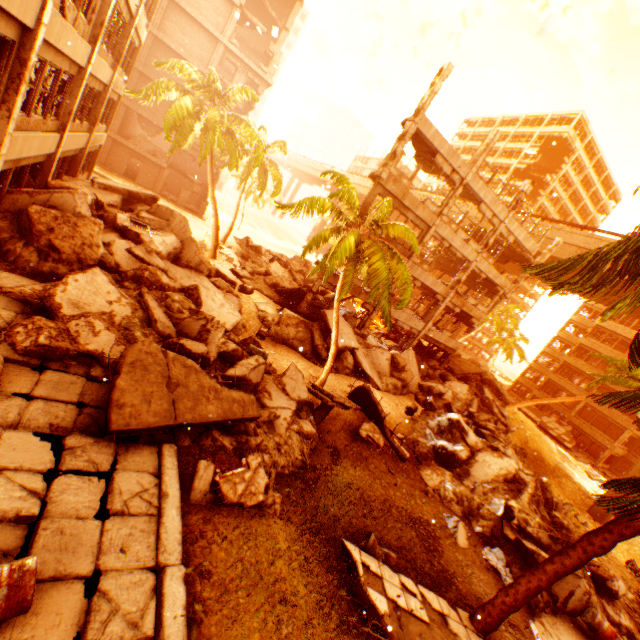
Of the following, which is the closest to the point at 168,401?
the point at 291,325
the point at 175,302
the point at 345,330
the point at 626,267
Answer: the point at 175,302

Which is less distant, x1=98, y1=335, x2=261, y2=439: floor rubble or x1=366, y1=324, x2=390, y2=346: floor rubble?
x1=98, y1=335, x2=261, y2=439: floor rubble

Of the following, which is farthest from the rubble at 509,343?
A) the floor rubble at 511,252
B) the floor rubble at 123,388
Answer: the floor rubble at 123,388

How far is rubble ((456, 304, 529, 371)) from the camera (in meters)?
40.84

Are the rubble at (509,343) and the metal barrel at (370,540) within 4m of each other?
no

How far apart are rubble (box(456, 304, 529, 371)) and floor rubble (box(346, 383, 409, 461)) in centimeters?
3488cm

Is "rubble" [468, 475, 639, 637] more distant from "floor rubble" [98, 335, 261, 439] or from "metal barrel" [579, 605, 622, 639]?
"floor rubble" [98, 335, 261, 439]

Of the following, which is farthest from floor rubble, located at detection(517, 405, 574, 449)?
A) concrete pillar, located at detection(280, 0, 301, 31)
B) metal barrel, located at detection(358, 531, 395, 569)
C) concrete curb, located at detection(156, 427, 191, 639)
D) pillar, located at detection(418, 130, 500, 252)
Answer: concrete pillar, located at detection(280, 0, 301, 31)
